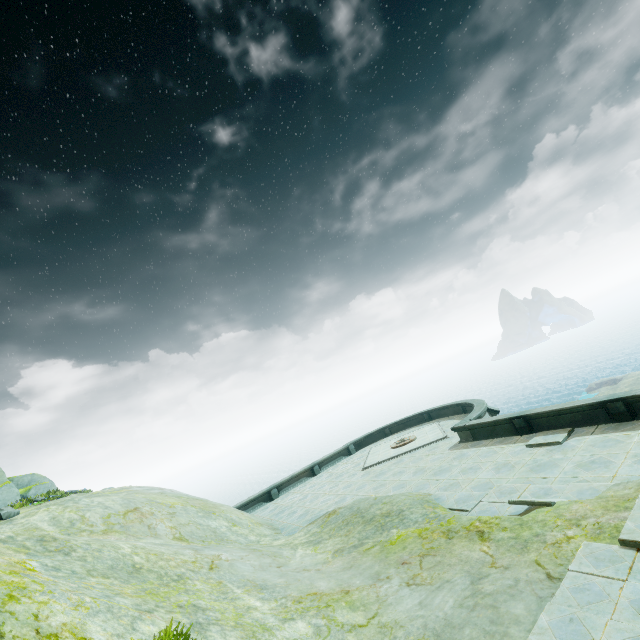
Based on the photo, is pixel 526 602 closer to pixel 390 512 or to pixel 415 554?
pixel 415 554
